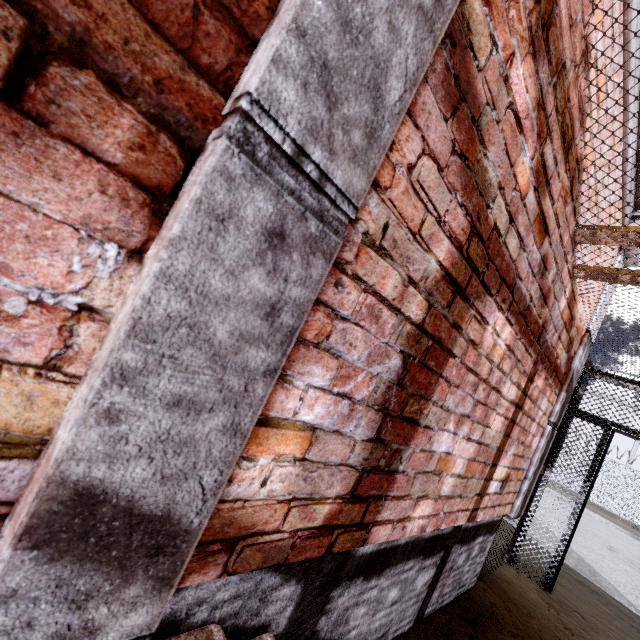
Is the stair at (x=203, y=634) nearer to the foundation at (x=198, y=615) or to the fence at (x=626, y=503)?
the foundation at (x=198, y=615)

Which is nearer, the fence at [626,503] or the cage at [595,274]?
the cage at [595,274]

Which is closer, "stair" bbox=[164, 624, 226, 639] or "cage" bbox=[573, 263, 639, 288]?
"stair" bbox=[164, 624, 226, 639]

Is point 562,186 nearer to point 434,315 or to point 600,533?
point 434,315

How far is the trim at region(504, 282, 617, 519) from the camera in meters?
3.1

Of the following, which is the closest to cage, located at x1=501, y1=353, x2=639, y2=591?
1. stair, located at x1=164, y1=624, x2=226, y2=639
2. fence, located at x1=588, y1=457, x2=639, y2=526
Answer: stair, located at x1=164, y1=624, x2=226, y2=639

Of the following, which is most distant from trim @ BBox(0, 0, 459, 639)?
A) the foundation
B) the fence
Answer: the fence

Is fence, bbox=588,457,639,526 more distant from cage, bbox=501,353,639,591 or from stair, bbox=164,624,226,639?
stair, bbox=164,624,226,639
